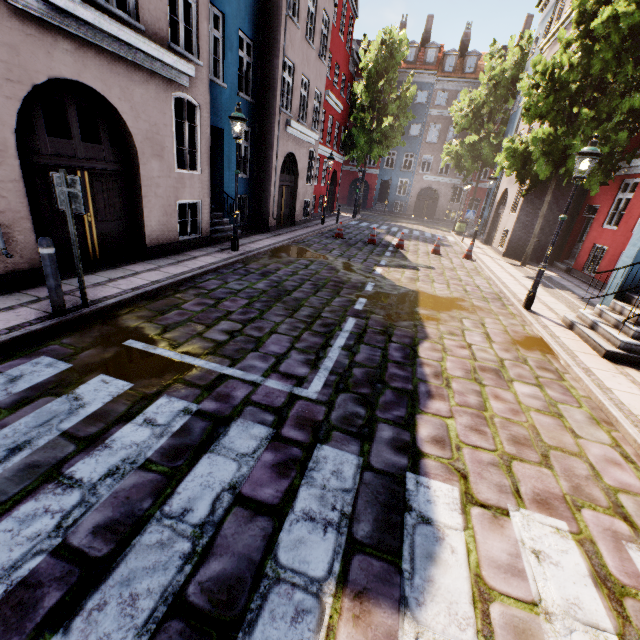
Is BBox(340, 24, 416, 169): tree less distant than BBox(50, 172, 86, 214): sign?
No

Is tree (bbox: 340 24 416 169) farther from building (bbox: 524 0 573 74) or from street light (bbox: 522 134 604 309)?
street light (bbox: 522 134 604 309)

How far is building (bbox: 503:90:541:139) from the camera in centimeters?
1702cm

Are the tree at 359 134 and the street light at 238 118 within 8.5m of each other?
no

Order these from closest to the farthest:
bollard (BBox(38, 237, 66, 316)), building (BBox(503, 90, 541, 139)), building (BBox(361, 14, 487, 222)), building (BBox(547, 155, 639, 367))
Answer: bollard (BBox(38, 237, 66, 316))
building (BBox(547, 155, 639, 367))
building (BBox(503, 90, 541, 139))
building (BBox(361, 14, 487, 222))

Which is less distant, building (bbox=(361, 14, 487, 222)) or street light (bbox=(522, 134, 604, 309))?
street light (bbox=(522, 134, 604, 309))

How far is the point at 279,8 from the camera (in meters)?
11.20

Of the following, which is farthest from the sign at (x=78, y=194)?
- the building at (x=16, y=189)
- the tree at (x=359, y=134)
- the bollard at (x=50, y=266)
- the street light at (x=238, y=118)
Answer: the tree at (x=359, y=134)
